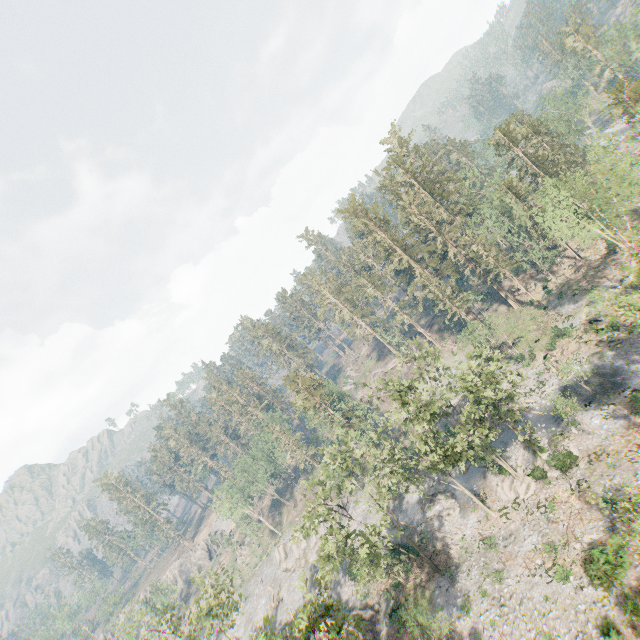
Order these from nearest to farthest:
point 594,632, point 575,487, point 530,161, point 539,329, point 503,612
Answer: point 594,632
point 503,612
point 575,487
point 539,329
point 530,161

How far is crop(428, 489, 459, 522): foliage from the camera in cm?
4012

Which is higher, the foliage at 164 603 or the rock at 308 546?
the foliage at 164 603

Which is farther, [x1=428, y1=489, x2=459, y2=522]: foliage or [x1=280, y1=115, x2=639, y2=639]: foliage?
[x1=428, y1=489, x2=459, y2=522]: foliage

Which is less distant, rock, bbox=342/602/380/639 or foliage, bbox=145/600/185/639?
foliage, bbox=145/600/185/639

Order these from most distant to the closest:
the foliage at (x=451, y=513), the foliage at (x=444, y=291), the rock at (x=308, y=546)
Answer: the rock at (x=308, y=546) < the foliage at (x=451, y=513) < the foliage at (x=444, y=291)
